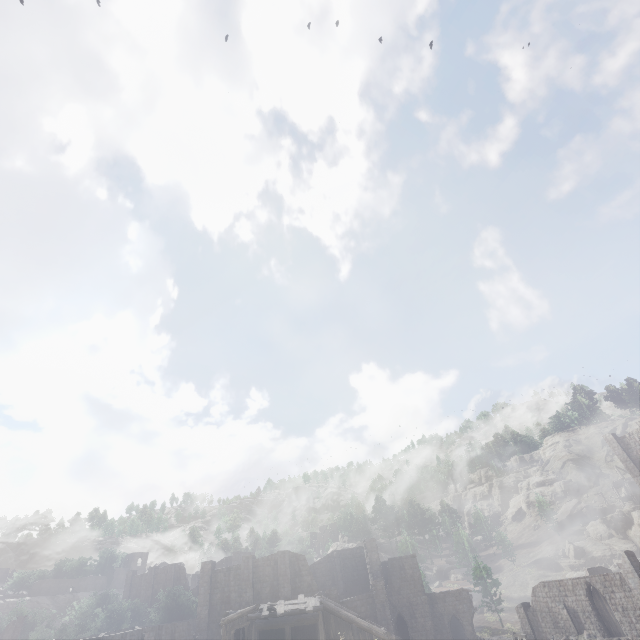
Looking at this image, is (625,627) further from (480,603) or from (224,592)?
(224,592)

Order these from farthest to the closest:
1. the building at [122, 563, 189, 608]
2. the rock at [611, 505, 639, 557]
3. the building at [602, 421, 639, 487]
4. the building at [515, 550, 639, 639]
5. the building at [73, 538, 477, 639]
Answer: the rock at [611, 505, 639, 557], the building at [122, 563, 189, 608], the building at [602, 421, 639, 487], the building at [515, 550, 639, 639], the building at [73, 538, 477, 639]

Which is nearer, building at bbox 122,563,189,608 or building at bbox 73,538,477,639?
building at bbox 73,538,477,639

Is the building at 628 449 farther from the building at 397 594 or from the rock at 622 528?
the rock at 622 528

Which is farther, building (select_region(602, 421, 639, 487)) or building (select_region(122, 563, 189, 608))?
building (select_region(122, 563, 189, 608))

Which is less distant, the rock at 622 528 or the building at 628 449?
the building at 628 449

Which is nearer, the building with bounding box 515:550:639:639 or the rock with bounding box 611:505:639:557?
the building with bounding box 515:550:639:639

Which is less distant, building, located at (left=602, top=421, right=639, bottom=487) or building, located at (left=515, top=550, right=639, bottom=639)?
building, located at (left=515, top=550, right=639, bottom=639)
